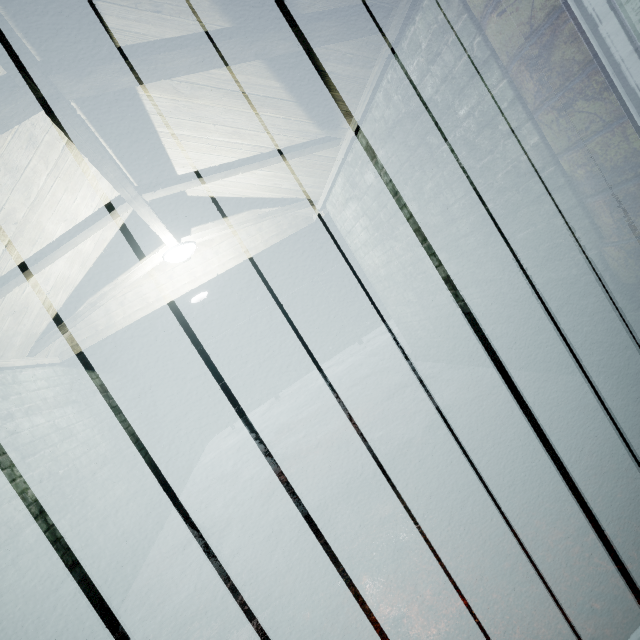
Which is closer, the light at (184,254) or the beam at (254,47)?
the beam at (254,47)

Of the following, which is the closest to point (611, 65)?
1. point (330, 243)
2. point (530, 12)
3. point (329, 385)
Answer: point (530, 12)

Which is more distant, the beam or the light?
the light

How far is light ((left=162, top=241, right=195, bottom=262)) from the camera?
3.0 meters

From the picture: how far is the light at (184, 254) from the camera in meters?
3.0 m
